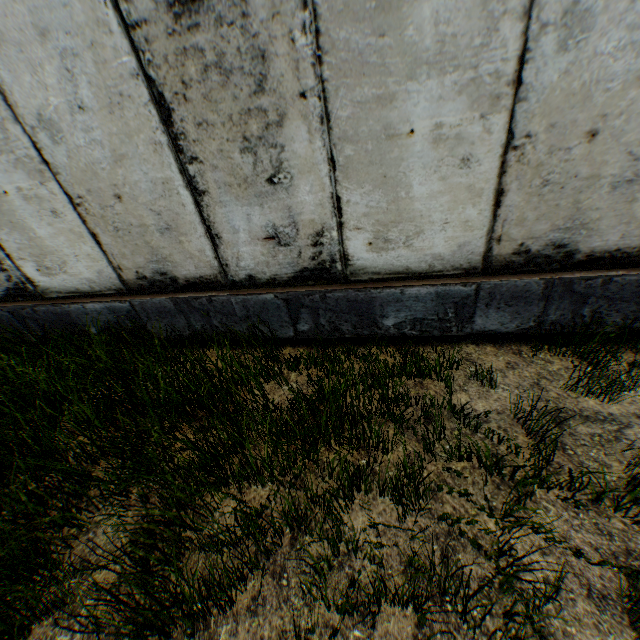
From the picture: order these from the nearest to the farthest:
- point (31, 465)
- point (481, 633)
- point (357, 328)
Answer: point (481, 633)
point (31, 465)
point (357, 328)
